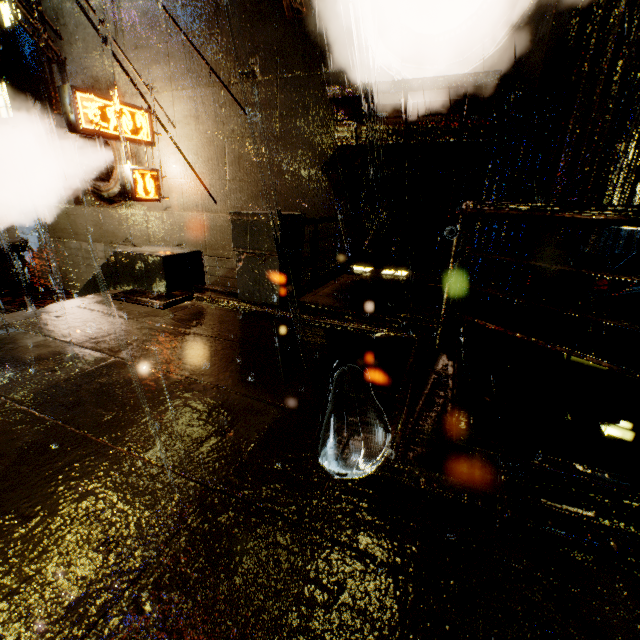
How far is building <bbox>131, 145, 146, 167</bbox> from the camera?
8.9m

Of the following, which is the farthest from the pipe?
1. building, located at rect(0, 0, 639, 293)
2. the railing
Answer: the railing

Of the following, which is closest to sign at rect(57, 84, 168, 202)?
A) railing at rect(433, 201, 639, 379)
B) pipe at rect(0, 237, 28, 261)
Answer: pipe at rect(0, 237, 28, 261)

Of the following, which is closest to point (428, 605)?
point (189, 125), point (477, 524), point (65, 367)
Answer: point (477, 524)

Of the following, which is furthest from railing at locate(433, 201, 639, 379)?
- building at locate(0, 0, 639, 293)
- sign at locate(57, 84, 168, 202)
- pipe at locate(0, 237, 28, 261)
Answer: pipe at locate(0, 237, 28, 261)

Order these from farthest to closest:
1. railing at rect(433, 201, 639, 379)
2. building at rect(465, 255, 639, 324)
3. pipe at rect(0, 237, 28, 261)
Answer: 1. pipe at rect(0, 237, 28, 261)
2. building at rect(465, 255, 639, 324)
3. railing at rect(433, 201, 639, 379)

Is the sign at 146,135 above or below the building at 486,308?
above

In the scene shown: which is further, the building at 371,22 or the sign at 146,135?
the sign at 146,135
